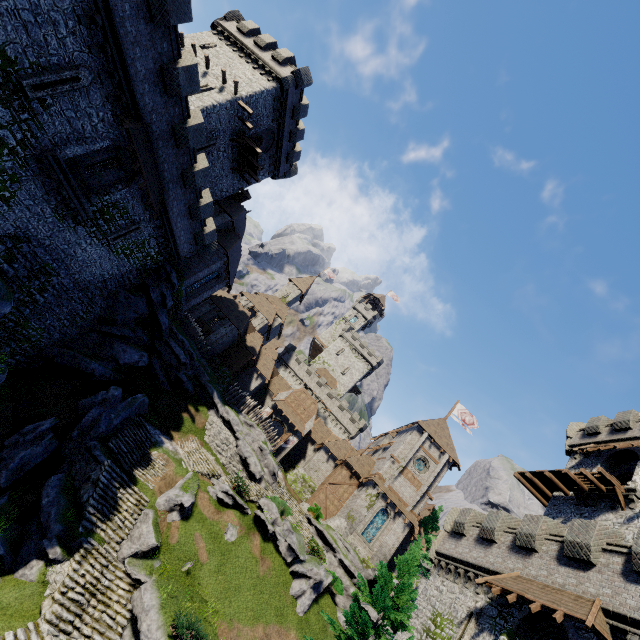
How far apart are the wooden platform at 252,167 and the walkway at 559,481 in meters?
36.2

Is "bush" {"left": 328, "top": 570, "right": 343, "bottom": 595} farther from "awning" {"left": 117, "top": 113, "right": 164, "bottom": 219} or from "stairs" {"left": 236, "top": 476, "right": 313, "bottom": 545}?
"awning" {"left": 117, "top": 113, "right": 164, "bottom": 219}

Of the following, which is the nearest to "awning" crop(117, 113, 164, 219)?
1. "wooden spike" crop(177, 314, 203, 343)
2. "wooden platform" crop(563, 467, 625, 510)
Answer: "wooden spike" crop(177, 314, 203, 343)

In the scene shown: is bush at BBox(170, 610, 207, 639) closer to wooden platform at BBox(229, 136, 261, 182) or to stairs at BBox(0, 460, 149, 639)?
stairs at BBox(0, 460, 149, 639)

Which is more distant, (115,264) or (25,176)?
(115,264)

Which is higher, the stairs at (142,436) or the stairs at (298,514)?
the stairs at (298,514)

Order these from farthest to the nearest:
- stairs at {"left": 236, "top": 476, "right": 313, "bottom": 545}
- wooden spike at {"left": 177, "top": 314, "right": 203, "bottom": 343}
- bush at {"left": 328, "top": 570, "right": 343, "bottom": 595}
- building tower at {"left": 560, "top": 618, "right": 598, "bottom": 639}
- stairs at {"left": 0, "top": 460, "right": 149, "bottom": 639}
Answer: wooden spike at {"left": 177, "top": 314, "right": 203, "bottom": 343} < stairs at {"left": 236, "top": 476, "right": 313, "bottom": 545} < bush at {"left": 328, "top": 570, "right": 343, "bottom": 595} < stairs at {"left": 0, "top": 460, "right": 149, "bottom": 639} < building tower at {"left": 560, "top": 618, "right": 598, "bottom": 639}

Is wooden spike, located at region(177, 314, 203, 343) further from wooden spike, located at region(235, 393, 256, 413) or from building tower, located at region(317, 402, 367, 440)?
building tower, located at region(317, 402, 367, 440)
